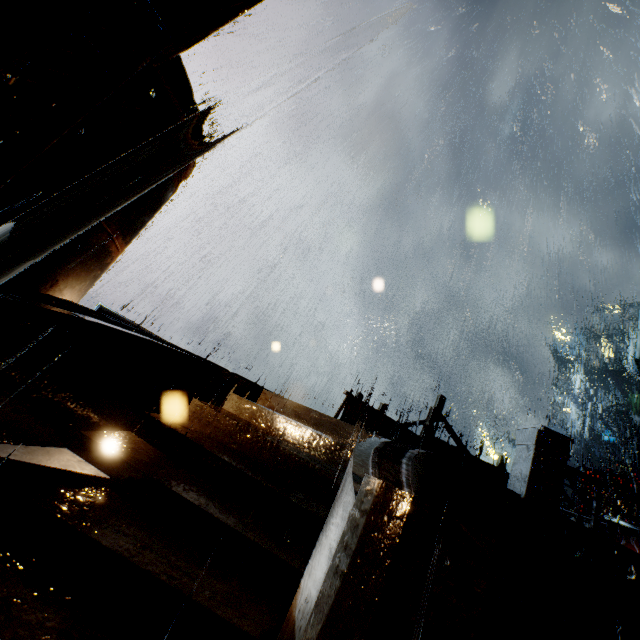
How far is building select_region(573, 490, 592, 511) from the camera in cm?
2845

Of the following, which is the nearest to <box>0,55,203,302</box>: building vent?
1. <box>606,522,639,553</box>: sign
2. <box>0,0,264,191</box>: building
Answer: <box>0,0,264,191</box>: building

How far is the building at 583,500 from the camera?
28.4m

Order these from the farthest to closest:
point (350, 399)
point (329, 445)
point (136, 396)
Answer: point (350, 399) → point (329, 445) → point (136, 396)

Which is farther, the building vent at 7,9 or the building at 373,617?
the building vent at 7,9

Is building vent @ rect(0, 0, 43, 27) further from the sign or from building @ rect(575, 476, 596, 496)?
the sign
